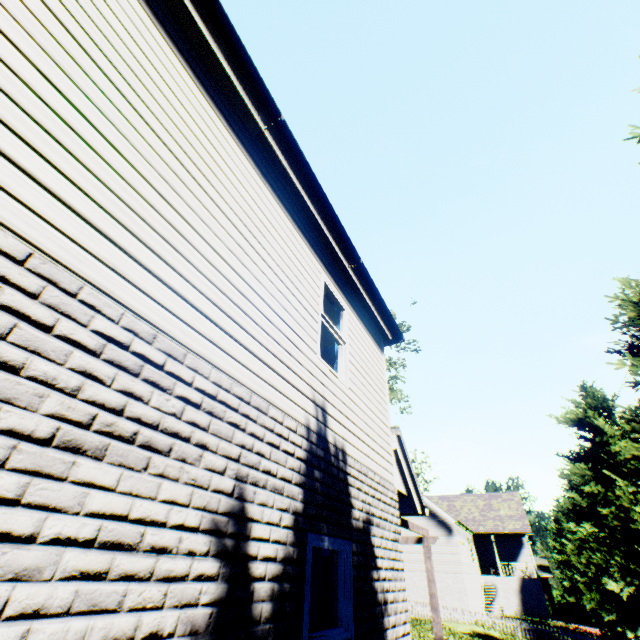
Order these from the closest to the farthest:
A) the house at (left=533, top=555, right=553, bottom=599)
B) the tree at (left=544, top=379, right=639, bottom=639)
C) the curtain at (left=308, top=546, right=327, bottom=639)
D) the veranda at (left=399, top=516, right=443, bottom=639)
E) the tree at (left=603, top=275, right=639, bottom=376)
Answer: the curtain at (left=308, top=546, right=327, bottom=639)
the veranda at (left=399, top=516, right=443, bottom=639)
the tree at (left=603, top=275, right=639, bottom=376)
the tree at (left=544, top=379, right=639, bottom=639)
the house at (left=533, top=555, right=553, bottom=599)

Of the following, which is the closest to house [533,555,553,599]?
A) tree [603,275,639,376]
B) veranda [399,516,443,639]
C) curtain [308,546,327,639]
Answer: tree [603,275,639,376]

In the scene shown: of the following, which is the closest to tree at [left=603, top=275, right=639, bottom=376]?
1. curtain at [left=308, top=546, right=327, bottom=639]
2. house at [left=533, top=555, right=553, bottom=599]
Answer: house at [left=533, top=555, right=553, bottom=599]

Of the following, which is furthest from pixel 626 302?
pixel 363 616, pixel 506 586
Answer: pixel 506 586

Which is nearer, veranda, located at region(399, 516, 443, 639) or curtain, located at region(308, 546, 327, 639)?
curtain, located at region(308, 546, 327, 639)

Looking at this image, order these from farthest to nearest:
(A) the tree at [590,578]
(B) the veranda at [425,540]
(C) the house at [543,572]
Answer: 1. (C) the house at [543,572]
2. (A) the tree at [590,578]
3. (B) the veranda at [425,540]

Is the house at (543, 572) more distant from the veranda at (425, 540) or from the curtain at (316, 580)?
the curtain at (316, 580)

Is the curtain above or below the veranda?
below
